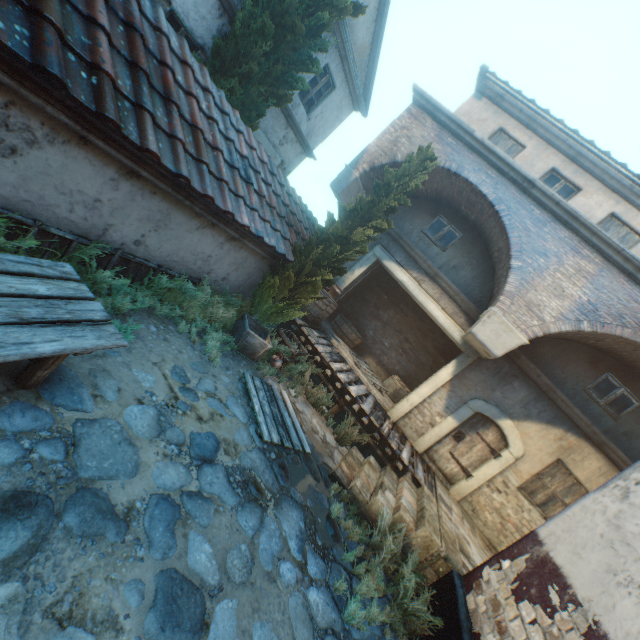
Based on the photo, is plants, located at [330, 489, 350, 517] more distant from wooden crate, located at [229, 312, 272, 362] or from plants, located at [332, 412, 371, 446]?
wooden crate, located at [229, 312, 272, 362]

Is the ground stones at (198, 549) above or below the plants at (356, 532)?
below

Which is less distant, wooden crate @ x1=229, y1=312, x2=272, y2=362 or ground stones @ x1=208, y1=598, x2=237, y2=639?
ground stones @ x1=208, y1=598, x2=237, y2=639

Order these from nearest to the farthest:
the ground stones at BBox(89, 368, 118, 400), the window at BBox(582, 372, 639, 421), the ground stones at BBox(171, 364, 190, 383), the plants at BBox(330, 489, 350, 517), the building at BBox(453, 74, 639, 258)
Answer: the ground stones at BBox(89, 368, 118, 400) → the ground stones at BBox(171, 364, 190, 383) → the plants at BBox(330, 489, 350, 517) → the window at BBox(582, 372, 639, 421) → the building at BBox(453, 74, 639, 258)

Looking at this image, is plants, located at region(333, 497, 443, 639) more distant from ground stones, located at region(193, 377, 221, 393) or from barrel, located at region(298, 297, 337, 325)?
barrel, located at region(298, 297, 337, 325)

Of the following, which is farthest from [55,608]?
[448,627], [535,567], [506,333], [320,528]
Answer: [506,333]

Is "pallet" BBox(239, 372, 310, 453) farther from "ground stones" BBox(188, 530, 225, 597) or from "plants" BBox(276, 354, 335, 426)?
"plants" BBox(276, 354, 335, 426)

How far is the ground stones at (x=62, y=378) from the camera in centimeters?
302cm
